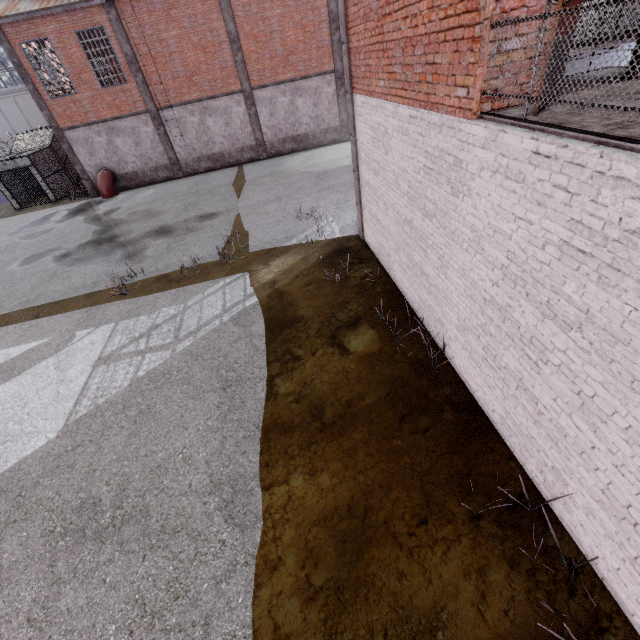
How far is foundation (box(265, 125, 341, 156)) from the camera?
22.23m

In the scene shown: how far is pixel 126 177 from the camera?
21.91m

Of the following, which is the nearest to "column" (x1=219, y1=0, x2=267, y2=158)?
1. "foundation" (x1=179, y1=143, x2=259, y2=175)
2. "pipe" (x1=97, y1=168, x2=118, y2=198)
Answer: "foundation" (x1=179, y1=143, x2=259, y2=175)

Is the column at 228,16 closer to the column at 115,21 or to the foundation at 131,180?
the column at 115,21

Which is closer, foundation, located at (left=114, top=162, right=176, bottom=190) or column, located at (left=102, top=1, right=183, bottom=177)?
column, located at (left=102, top=1, right=183, bottom=177)

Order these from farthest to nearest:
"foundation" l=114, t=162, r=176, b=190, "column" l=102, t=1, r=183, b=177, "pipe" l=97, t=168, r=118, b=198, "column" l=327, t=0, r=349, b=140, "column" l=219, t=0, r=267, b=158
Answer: "foundation" l=114, t=162, r=176, b=190 → "pipe" l=97, t=168, r=118, b=198 → "column" l=327, t=0, r=349, b=140 → "column" l=219, t=0, r=267, b=158 → "column" l=102, t=1, r=183, b=177

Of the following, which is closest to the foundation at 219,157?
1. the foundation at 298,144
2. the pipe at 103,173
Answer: the foundation at 298,144

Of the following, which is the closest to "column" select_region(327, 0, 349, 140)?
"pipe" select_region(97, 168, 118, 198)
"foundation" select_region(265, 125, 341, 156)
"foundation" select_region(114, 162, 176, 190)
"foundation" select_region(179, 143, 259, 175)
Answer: "foundation" select_region(265, 125, 341, 156)
